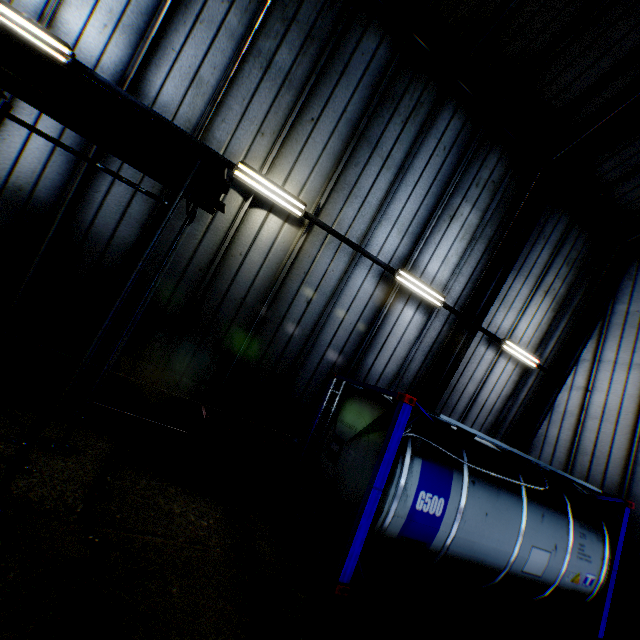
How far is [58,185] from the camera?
6.1m

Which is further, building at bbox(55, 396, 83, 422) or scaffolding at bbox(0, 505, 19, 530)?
building at bbox(55, 396, 83, 422)

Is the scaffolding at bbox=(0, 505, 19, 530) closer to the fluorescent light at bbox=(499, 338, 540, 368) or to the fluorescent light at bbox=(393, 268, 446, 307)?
the fluorescent light at bbox=(393, 268, 446, 307)

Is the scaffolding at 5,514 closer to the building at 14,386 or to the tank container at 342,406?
the building at 14,386

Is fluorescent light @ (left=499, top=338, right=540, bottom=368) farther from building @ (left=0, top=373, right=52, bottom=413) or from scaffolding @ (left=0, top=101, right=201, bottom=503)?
scaffolding @ (left=0, top=101, right=201, bottom=503)

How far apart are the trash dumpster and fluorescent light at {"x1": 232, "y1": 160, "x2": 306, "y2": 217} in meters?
4.5

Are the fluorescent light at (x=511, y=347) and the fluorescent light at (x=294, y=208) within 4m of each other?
no

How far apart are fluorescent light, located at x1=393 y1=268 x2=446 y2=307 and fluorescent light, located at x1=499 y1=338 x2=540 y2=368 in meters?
2.6 m
